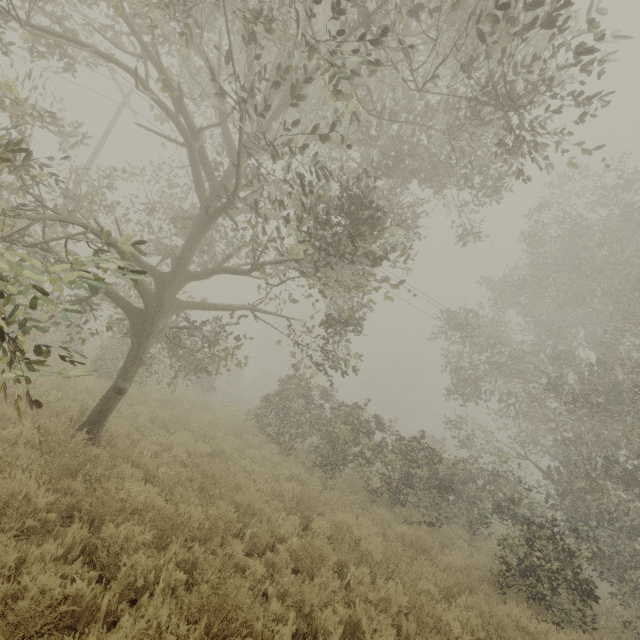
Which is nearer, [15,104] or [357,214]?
[15,104]
